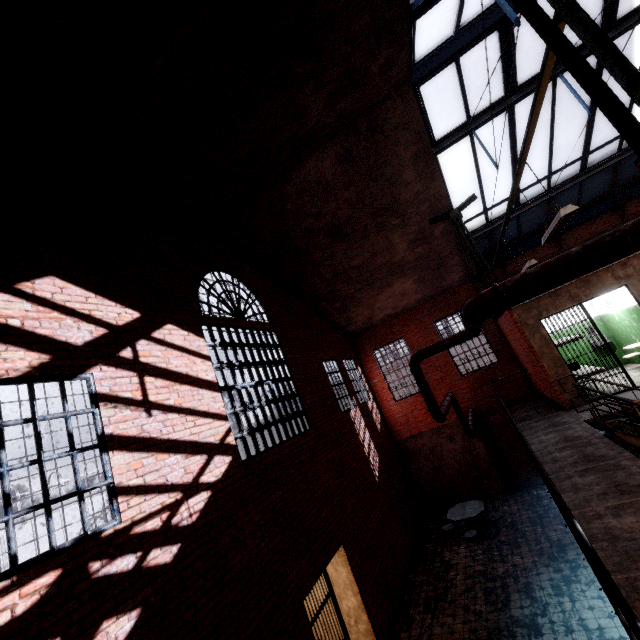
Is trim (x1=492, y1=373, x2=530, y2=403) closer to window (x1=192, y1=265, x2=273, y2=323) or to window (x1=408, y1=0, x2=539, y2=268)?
window (x1=408, y1=0, x2=539, y2=268)

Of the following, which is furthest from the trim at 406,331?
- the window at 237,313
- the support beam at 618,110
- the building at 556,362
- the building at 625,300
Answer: the window at 237,313

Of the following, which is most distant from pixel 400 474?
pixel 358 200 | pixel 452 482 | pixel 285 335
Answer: pixel 358 200

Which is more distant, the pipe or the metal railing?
the pipe

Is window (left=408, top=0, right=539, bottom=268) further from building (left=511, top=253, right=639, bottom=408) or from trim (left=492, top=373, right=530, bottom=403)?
building (left=511, top=253, right=639, bottom=408)

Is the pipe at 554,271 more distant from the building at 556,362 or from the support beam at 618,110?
the building at 556,362

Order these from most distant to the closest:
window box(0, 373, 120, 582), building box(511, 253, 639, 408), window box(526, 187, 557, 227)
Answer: window box(526, 187, 557, 227) → building box(511, 253, 639, 408) → window box(0, 373, 120, 582)

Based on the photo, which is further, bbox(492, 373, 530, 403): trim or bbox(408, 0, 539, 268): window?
bbox(492, 373, 530, 403): trim
